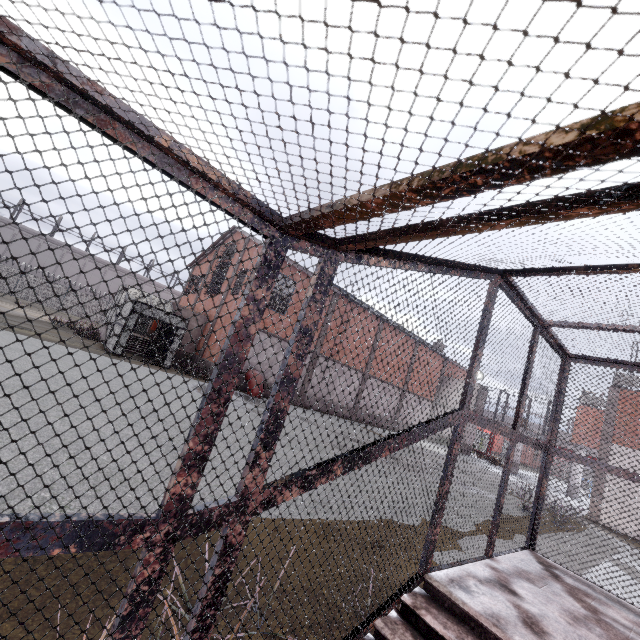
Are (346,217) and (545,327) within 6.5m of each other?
yes

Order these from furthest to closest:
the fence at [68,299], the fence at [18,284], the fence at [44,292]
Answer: the fence at [68,299] < the fence at [44,292] < the fence at [18,284]

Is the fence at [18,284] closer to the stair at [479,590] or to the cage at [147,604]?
the cage at [147,604]

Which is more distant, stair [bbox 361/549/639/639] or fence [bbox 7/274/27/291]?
fence [bbox 7/274/27/291]

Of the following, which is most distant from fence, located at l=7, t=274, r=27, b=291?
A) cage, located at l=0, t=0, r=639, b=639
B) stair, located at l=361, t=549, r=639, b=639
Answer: stair, located at l=361, t=549, r=639, b=639

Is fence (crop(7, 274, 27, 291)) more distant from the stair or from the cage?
the stair
